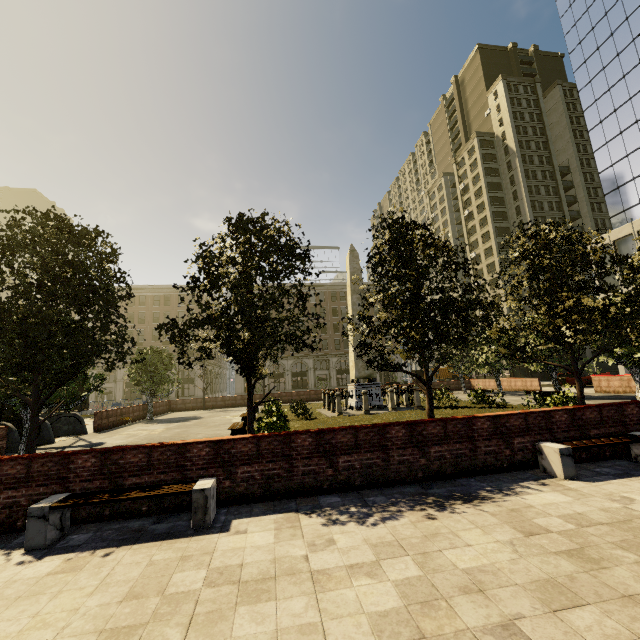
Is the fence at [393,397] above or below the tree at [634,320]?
below

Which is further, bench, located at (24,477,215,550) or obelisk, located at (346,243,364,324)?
obelisk, located at (346,243,364,324)

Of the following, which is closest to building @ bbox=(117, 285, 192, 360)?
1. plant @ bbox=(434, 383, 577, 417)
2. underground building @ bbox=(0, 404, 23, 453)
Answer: plant @ bbox=(434, 383, 577, 417)

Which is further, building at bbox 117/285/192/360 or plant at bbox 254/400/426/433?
building at bbox 117/285/192/360

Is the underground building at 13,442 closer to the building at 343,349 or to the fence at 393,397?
the fence at 393,397

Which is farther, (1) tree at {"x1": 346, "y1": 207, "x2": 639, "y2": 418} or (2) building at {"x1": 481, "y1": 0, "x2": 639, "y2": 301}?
(2) building at {"x1": 481, "y1": 0, "x2": 639, "y2": 301}

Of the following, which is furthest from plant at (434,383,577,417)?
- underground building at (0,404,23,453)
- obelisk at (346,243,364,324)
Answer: underground building at (0,404,23,453)

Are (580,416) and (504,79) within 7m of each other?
no
